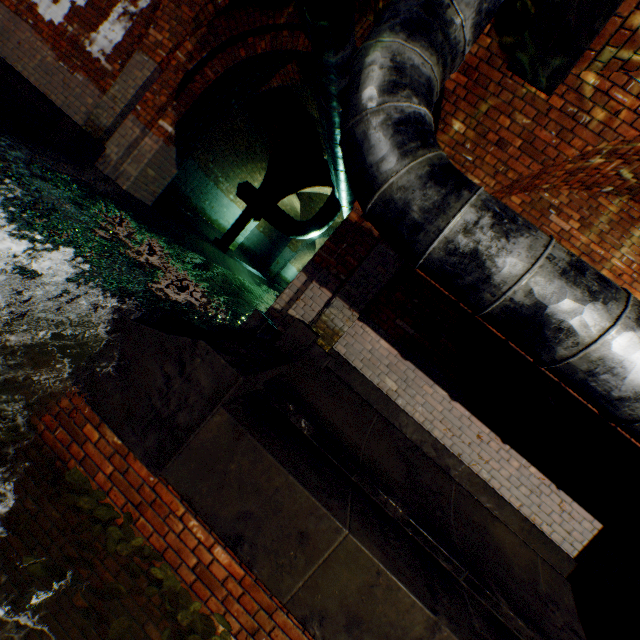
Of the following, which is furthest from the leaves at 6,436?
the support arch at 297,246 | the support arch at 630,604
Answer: the support arch at 297,246

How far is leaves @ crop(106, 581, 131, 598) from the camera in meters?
2.0 m

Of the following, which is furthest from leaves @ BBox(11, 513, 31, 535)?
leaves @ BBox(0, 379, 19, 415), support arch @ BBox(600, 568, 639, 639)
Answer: support arch @ BBox(600, 568, 639, 639)

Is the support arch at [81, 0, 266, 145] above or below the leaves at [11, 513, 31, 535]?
above

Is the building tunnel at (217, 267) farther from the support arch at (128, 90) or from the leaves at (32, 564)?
the leaves at (32, 564)

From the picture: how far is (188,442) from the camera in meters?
2.4 m

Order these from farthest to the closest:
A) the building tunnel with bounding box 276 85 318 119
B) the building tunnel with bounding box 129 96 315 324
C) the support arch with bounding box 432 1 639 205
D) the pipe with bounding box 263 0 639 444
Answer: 1. the building tunnel with bounding box 276 85 318 119
2. the building tunnel with bounding box 129 96 315 324
3. the support arch with bounding box 432 1 639 205
4. the pipe with bounding box 263 0 639 444

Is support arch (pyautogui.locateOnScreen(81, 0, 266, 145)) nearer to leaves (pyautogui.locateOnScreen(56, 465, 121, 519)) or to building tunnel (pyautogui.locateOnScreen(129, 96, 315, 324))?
building tunnel (pyautogui.locateOnScreen(129, 96, 315, 324))
